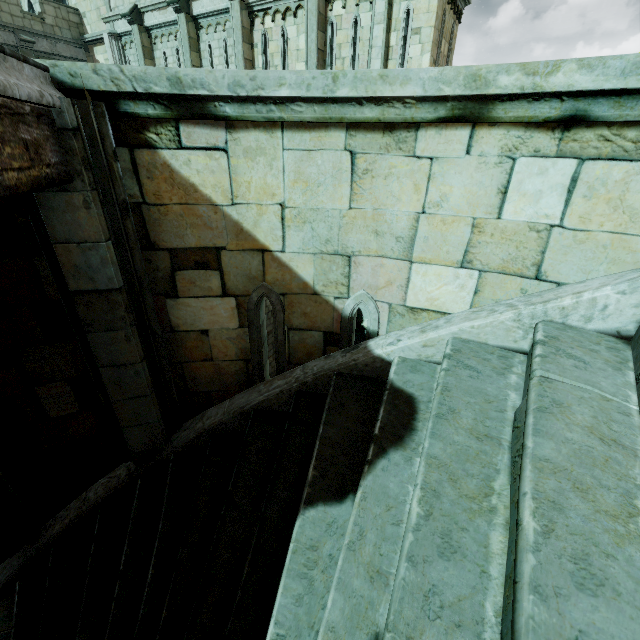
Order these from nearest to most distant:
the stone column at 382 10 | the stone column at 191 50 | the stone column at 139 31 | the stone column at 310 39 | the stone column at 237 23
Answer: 1. the stone column at 382 10
2. the stone column at 310 39
3. the stone column at 237 23
4. the stone column at 191 50
5. the stone column at 139 31

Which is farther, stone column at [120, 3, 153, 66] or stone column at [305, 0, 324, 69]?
stone column at [120, 3, 153, 66]

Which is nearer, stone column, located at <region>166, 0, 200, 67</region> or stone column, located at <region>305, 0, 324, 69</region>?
stone column, located at <region>305, 0, 324, 69</region>

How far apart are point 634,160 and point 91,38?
25.7 meters

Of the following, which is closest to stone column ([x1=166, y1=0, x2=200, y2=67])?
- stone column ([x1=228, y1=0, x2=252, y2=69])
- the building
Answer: stone column ([x1=228, y1=0, x2=252, y2=69])

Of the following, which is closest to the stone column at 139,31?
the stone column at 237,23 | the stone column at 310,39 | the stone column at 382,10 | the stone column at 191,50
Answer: the stone column at 191,50

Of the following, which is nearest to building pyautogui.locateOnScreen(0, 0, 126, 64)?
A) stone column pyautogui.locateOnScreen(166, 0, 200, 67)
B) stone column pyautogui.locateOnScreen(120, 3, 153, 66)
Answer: stone column pyautogui.locateOnScreen(120, 3, 153, 66)

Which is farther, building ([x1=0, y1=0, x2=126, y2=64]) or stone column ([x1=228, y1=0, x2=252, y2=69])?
building ([x1=0, y1=0, x2=126, y2=64])
